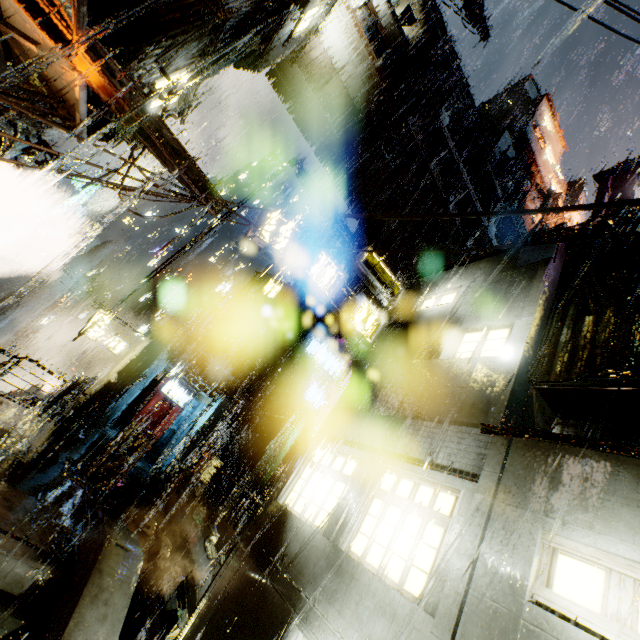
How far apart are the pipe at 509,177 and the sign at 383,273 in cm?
3758

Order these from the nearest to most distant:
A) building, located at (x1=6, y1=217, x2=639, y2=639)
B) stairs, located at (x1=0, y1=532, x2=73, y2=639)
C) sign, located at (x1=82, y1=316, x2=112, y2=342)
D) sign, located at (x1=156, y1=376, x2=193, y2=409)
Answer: building, located at (x1=6, y1=217, x2=639, y2=639) → stairs, located at (x1=0, y1=532, x2=73, y2=639) → sign, located at (x1=82, y1=316, x2=112, y2=342) → sign, located at (x1=156, y1=376, x2=193, y2=409)

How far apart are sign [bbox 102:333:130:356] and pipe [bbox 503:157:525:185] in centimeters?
4417cm

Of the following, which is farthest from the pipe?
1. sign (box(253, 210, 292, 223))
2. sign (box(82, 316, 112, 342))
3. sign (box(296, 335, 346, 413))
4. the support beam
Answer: the support beam

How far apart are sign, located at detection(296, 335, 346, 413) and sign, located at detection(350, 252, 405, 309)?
12.6m

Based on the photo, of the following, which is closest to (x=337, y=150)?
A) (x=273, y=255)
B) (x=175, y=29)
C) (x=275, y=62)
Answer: (x=275, y=62)

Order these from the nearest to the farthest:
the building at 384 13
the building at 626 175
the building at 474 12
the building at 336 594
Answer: the building at 336 594, the building at 384 13, the building at 626 175, the building at 474 12

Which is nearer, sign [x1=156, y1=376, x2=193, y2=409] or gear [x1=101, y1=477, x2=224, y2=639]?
gear [x1=101, y1=477, x2=224, y2=639]
